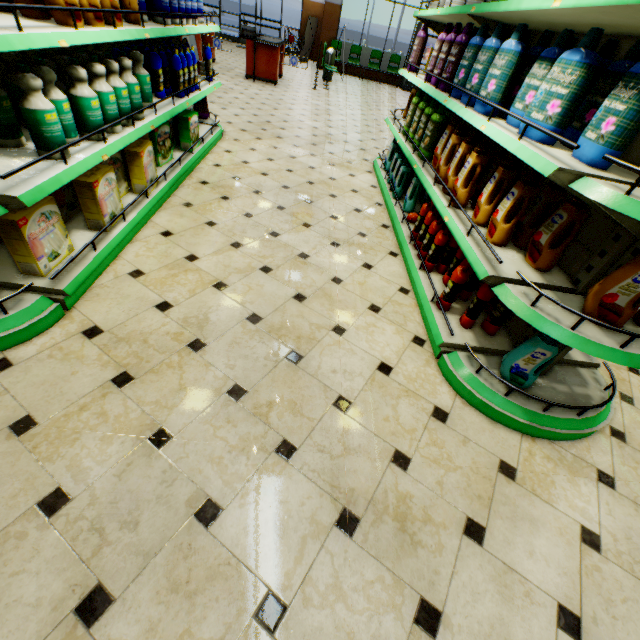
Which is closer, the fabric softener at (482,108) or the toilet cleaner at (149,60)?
the fabric softener at (482,108)

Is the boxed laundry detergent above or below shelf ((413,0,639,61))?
below

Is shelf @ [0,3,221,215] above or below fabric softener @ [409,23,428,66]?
below

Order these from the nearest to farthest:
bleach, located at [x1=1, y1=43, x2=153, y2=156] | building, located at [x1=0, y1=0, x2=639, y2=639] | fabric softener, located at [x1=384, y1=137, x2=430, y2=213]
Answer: building, located at [x1=0, y1=0, x2=639, y2=639] → bleach, located at [x1=1, y1=43, x2=153, y2=156] → fabric softener, located at [x1=384, y1=137, x2=430, y2=213]

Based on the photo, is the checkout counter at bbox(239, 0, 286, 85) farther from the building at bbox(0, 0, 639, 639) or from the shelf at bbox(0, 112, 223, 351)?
the shelf at bbox(0, 112, 223, 351)

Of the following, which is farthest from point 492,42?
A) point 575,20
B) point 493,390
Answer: point 493,390

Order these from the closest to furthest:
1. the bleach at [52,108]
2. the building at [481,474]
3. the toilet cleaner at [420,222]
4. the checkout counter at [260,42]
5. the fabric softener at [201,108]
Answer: the building at [481,474] < the bleach at [52,108] < the toilet cleaner at [420,222] < the fabric softener at [201,108] < the checkout counter at [260,42]

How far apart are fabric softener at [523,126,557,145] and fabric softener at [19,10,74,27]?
2.7 meters
